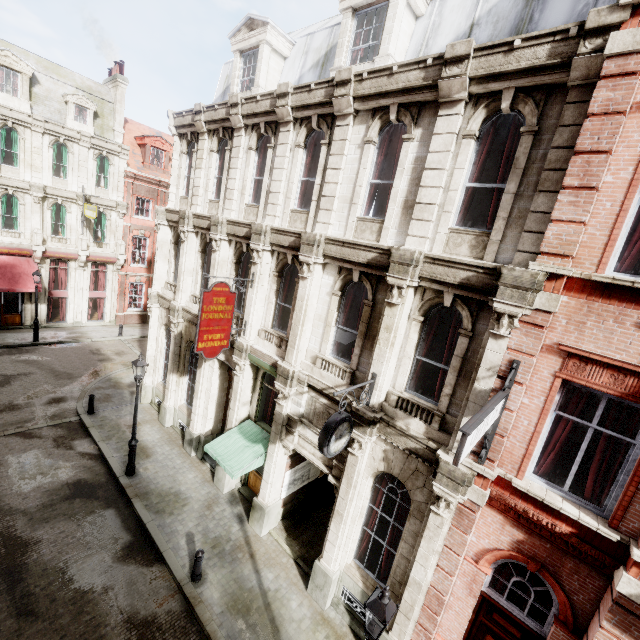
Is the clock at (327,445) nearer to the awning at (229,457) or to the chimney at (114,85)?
the awning at (229,457)

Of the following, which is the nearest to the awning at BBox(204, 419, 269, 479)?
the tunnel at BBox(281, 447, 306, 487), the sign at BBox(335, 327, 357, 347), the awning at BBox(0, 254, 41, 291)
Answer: the tunnel at BBox(281, 447, 306, 487)

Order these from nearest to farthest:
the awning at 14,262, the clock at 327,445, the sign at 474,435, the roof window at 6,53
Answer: the sign at 474,435, the clock at 327,445, the roof window at 6,53, the awning at 14,262

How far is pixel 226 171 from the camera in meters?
12.2 m

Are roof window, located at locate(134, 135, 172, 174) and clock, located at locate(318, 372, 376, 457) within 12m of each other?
no

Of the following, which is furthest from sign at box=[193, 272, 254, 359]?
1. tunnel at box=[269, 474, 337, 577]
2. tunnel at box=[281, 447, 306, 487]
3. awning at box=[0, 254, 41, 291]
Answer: awning at box=[0, 254, 41, 291]

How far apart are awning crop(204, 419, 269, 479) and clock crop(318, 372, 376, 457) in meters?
4.0 m

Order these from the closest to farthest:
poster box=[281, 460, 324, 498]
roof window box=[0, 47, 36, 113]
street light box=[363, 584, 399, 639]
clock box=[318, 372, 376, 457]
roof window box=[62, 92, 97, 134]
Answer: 1. street light box=[363, 584, 399, 639]
2. clock box=[318, 372, 376, 457]
3. poster box=[281, 460, 324, 498]
4. roof window box=[0, 47, 36, 113]
5. roof window box=[62, 92, 97, 134]
